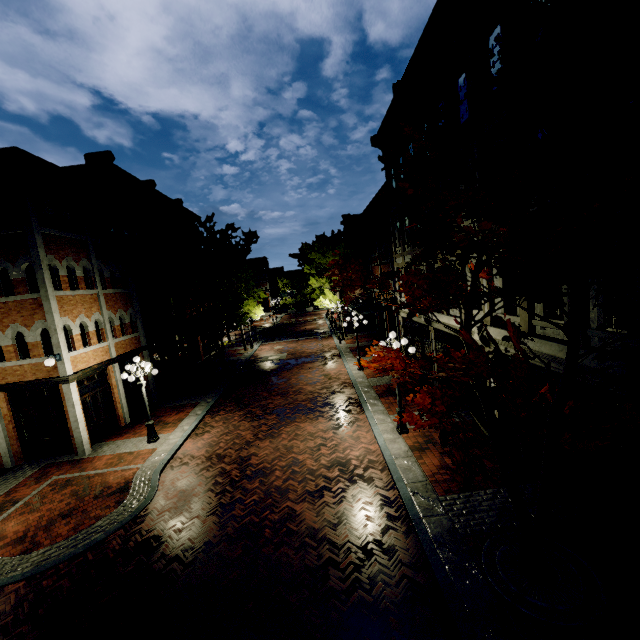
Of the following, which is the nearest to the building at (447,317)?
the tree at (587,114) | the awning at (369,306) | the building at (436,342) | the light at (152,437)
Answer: the tree at (587,114)

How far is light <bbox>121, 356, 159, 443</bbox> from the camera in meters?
12.9

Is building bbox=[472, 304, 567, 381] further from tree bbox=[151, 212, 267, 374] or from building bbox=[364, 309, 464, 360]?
building bbox=[364, 309, 464, 360]

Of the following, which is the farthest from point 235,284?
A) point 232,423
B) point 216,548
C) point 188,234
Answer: point 216,548

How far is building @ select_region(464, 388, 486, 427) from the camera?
11.3m

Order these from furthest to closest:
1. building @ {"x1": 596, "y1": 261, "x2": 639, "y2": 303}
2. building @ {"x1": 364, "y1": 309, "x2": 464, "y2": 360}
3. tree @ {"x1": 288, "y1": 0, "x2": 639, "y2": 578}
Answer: building @ {"x1": 364, "y1": 309, "x2": 464, "y2": 360} < building @ {"x1": 596, "y1": 261, "x2": 639, "y2": 303} < tree @ {"x1": 288, "y1": 0, "x2": 639, "y2": 578}

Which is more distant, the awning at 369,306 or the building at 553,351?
the awning at 369,306
